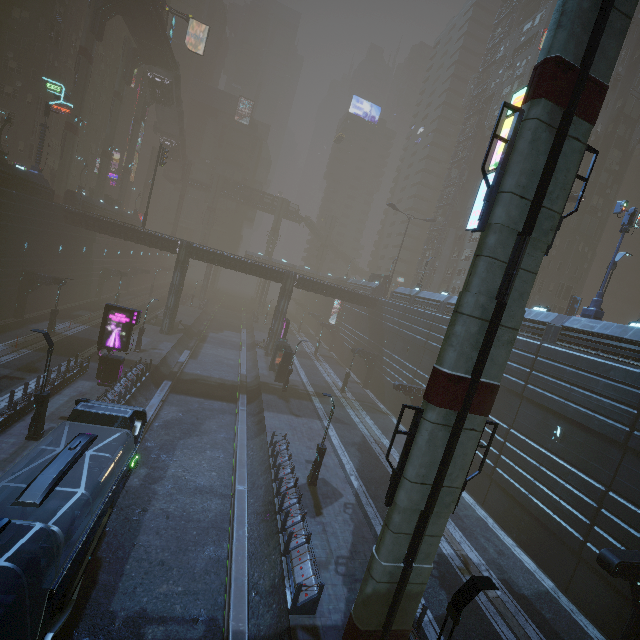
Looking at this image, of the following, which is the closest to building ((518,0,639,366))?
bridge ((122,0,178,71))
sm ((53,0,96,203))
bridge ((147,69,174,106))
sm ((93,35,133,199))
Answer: sm ((93,35,133,199))

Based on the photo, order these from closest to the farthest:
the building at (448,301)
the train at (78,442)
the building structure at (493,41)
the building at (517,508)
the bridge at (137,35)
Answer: the train at (78,442)
the building at (517,508)
the building at (448,301)
the bridge at (137,35)
the building structure at (493,41)

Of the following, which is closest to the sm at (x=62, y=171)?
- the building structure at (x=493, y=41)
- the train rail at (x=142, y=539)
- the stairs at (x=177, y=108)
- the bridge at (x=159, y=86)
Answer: the stairs at (x=177, y=108)

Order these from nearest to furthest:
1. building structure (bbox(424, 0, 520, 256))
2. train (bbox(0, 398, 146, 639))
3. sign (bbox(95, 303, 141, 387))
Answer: train (bbox(0, 398, 146, 639))
sign (bbox(95, 303, 141, 387))
building structure (bbox(424, 0, 520, 256))

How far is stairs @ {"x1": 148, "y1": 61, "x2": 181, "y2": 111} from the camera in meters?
53.8

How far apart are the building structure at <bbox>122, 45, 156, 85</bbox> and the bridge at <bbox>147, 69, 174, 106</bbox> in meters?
3.6

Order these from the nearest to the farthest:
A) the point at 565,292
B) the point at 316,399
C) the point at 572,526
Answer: the point at 572,526, the point at 316,399, the point at 565,292

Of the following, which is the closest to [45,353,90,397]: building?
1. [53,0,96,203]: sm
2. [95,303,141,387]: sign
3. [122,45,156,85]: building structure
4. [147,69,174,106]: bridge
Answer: [95,303,141,387]: sign
